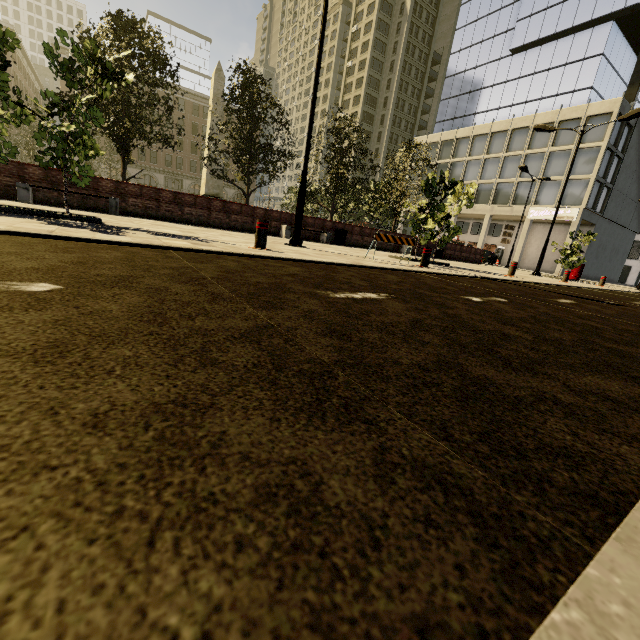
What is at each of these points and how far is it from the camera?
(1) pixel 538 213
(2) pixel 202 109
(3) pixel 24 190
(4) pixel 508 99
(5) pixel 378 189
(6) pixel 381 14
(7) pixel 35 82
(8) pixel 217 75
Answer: (1) sign, 36.1m
(2) building, 55.0m
(3) bench, 10.0m
(4) building, 40.5m
(5) tree, 24.0m
(6) building, 58.2m
(7) building, 58.4m
(8) obelisk, 25.2m

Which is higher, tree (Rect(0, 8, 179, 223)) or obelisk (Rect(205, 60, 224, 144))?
obelisk (Rect(205, 60, 224, 144))

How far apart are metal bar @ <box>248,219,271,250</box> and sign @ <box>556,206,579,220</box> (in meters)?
39.46

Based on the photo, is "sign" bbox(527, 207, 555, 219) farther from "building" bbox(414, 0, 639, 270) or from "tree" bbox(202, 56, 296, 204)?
"tree" bbox(202, 56, 296, 204)

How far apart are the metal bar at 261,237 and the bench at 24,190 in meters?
8.1 m

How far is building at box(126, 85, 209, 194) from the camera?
52.8m

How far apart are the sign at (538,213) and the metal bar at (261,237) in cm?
3946

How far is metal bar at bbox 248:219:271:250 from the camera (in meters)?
6.10
